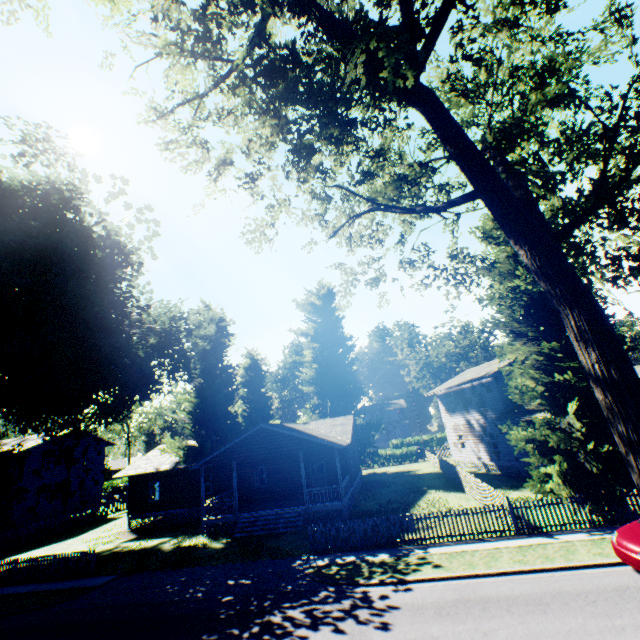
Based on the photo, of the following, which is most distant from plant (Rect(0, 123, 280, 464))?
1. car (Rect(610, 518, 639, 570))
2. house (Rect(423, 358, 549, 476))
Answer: car (Rect(610, 518, 639, 570))

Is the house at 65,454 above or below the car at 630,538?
above

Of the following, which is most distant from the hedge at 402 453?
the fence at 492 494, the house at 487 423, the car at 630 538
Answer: the car at 630 538

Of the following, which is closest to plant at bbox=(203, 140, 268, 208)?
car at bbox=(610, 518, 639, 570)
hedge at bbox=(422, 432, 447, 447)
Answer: car at bbox=(610, 518, 639, 570)

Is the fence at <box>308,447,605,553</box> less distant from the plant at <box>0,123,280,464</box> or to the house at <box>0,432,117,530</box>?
the plant at <box>0,123,280,464</box>

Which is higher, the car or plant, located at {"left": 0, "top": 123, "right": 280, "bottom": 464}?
plant, located at {"left": 0, "top": 123, "right": 280, "bottom": 464}

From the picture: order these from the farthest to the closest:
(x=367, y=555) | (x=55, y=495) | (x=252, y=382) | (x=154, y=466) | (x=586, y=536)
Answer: (x=252, y=382) < (x=55, y=495) < (x=154, y=466) < (x=367, y=555) < (x=586, y=536)

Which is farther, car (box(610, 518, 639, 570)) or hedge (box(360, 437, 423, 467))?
hedge (box(360, 437, 423, 467))
